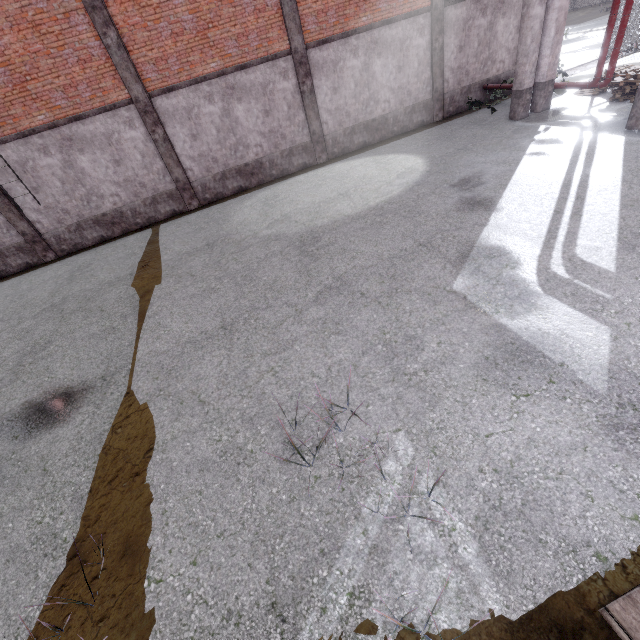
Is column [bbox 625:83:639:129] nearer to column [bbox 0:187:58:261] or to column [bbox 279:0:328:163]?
column [bbox 279:0:328:163]

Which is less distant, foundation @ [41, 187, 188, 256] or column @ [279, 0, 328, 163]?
column @ [279, 0, 328, 163]

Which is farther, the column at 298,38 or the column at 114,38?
the column at 298,38

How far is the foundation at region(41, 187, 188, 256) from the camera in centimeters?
1262cm

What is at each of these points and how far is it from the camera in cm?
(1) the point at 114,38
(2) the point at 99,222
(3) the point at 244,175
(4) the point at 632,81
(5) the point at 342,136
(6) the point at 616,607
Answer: (1) column, 1018
(2) foundation, 1279
(3) foundation, 1365
(4) pallet, 1081
(5) foundation, 1413
(6) trim, 233

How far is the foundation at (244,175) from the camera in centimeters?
1338cm

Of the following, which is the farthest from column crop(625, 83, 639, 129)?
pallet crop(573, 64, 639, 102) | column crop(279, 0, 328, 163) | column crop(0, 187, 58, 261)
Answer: column crop(0, 187, 58, 261)

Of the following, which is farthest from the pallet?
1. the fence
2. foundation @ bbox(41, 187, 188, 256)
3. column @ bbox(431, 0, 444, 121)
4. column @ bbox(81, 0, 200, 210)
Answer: foundation @ bbox(41, 187, 188, 256)
